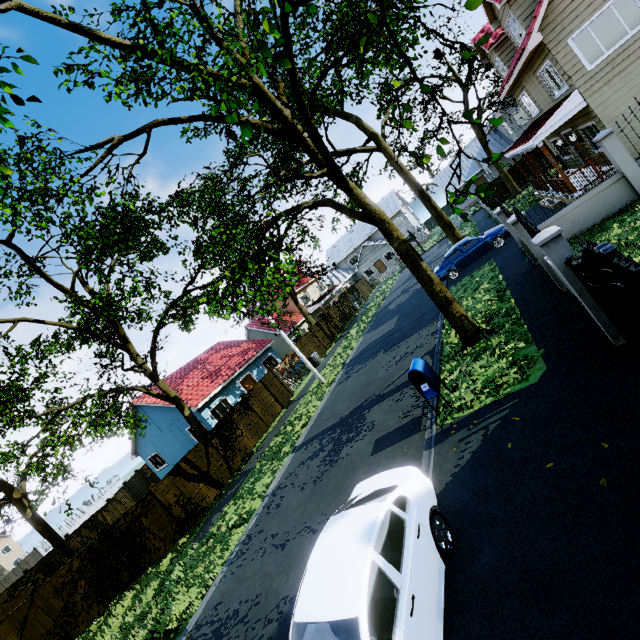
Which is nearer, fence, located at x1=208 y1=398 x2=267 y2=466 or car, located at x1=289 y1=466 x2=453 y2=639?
car, located at x1=289 y1=466 x2=453 y2=639

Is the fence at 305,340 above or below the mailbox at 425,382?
above

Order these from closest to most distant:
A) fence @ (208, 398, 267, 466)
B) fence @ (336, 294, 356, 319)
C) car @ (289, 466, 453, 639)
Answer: car @ (289, 466, 453, 639), fence @ (208, 398, 267, 466), fence @ (336, 294, 356, 319)

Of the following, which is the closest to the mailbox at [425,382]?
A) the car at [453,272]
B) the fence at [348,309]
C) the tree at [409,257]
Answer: the tree at [409,257]

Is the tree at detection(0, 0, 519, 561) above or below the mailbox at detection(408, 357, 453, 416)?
above

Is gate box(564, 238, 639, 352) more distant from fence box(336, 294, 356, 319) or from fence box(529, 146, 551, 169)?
fence box(336, 294, 356, 319)

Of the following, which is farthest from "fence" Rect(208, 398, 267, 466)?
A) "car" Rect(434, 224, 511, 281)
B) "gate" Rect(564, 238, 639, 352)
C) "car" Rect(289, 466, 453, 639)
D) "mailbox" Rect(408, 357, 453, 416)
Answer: "car" Rect(289, 466, 453, 639)

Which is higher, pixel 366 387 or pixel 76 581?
pixel 76 581
